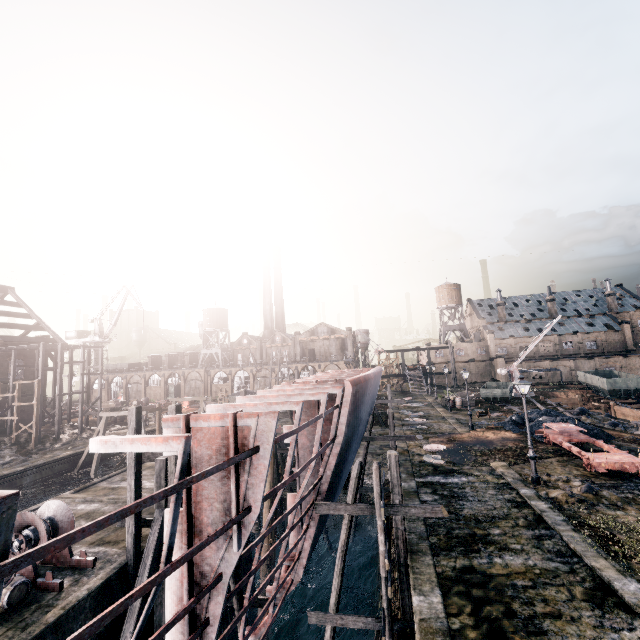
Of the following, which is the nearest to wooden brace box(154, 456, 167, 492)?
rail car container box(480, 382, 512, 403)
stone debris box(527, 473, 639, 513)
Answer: stone debris box(527, 473, 639, 513)

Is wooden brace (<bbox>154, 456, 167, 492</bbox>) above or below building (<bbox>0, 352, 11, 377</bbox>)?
below

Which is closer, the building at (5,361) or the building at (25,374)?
the building at (5,361)

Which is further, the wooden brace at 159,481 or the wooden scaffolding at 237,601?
the wooden brace at 159,481

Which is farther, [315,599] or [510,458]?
[315,599]

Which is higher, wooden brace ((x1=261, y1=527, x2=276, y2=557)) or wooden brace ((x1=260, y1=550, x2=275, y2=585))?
wooden brace ((x1=261, y1=527, x2=276, y2=557))

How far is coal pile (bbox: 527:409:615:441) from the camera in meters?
25.4 m

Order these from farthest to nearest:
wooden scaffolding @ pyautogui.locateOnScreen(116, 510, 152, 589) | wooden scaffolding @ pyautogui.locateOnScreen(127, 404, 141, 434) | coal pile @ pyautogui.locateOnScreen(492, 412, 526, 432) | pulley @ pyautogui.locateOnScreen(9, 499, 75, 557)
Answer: coal pile @ pyautogui.locateOnScreen(492, 412, 526, 432) < wooden scaffolding @ pyautogui.locateOnScreen(127, 404, 141, 434) < wooden scaffolding @ pyautogui.locateOnScreen(116, 510, 152, 589) < pulley @ pyautogui.locateOnScreen(9, 499, 75, 557)
